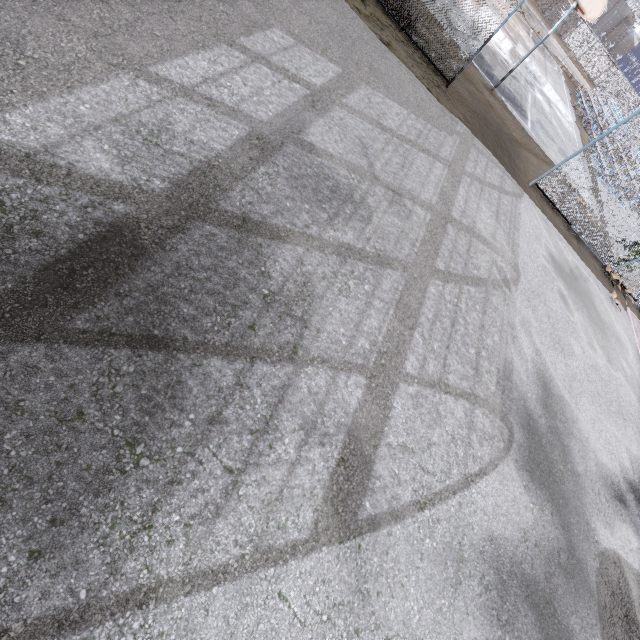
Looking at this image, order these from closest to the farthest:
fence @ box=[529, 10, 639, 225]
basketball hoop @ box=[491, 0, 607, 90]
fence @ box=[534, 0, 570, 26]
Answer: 1. fence @ box=[529, 10, 639, 225]
2. basketball hoop @ box=[491, 0, 607, 90]
3. fence @ box=[534, 0, 570, 26]

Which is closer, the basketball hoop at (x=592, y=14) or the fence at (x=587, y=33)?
the fence at (x=587, y=33)

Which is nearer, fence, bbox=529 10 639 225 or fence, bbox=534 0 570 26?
fence, bbox=529 10 639 225

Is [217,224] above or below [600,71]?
below

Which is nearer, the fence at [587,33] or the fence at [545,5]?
the fence at [587,33]

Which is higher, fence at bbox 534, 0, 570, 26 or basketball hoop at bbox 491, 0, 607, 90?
basketball hoop at bbox 491, 0, 607, 90

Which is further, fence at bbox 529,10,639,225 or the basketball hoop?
the basketball hoop
